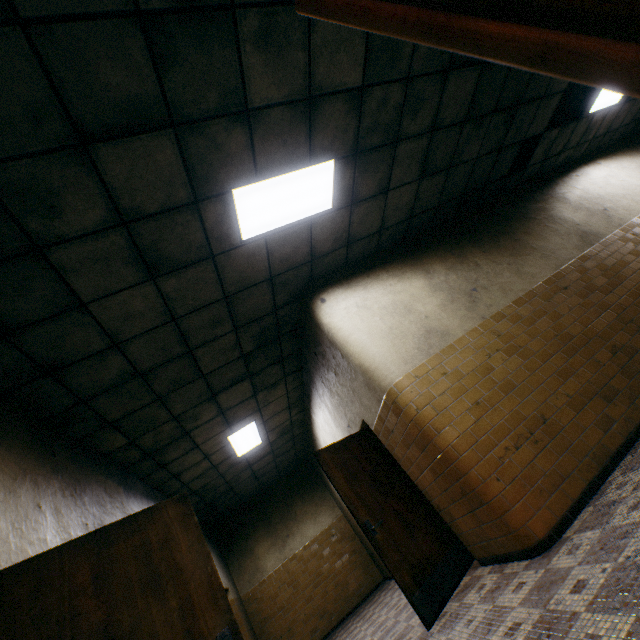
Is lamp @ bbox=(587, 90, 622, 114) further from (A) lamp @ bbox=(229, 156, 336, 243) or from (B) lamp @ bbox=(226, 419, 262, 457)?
(B) lamp @ bbox=(226, 419, 262, 457)

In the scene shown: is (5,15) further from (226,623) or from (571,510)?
(571,510)

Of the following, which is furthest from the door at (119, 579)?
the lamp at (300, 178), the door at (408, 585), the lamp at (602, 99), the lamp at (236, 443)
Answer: the lamp at (602, 99)

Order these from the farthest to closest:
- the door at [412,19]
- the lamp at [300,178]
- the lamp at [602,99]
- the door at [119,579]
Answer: the lamp at [602,99]
the lamp at [300,178]
the door at [119,579]
the door at [412,19]

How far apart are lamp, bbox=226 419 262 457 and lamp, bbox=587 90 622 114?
9.47m

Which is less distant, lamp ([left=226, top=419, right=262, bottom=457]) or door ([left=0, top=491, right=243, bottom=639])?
door ([left=0, top=491, right=243, bottom=639])

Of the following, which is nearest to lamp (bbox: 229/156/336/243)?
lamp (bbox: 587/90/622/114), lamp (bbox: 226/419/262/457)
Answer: lamp (bbox: 226/419/262/457)

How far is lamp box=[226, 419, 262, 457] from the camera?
6.8m
